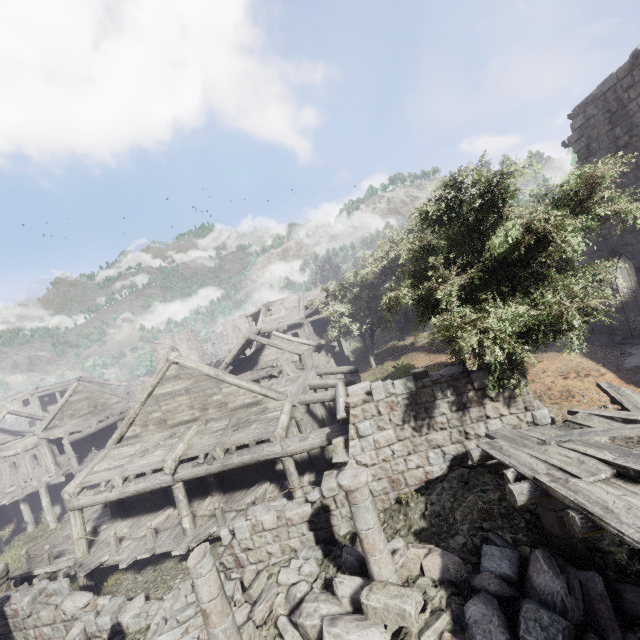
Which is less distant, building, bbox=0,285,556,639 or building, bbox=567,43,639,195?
building, bbox=0,285,556,639

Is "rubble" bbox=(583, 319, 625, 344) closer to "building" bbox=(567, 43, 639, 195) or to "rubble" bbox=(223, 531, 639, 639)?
"building" bbox=(567, 43, 639, 195)

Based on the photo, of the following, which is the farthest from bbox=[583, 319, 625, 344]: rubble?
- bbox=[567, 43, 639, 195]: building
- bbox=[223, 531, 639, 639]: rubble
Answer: bbox=[223, 531, 639, 639]: rubble

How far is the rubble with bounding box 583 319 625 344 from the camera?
13.80m

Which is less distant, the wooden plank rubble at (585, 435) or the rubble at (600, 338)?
the wooden plank rubble at (585, 435)

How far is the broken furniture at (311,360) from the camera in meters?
18.8 m

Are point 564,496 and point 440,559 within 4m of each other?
yes

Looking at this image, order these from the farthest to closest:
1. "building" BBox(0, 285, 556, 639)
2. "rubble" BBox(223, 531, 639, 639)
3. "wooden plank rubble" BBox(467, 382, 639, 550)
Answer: "building" BBox(0, 285, 556, 639) < "rubble" BBox(223, 531, 639, 639) < "wooden plank rubble" BBox(467, 382, 639, 550)
